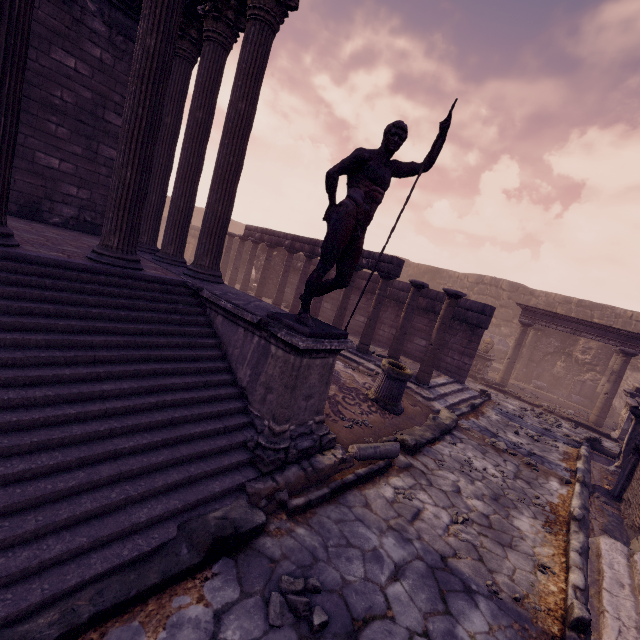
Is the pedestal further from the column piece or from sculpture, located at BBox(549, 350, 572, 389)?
the column piece

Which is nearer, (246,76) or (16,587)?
(16,587)

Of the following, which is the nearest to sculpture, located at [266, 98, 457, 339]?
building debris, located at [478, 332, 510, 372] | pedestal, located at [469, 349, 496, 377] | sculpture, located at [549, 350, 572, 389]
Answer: pedestal, located at [469, 349, 496, 377]

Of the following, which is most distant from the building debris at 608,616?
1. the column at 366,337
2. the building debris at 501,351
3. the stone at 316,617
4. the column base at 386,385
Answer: the building debris at 501,351

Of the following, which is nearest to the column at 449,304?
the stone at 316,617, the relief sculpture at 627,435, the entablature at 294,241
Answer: the relief sculpture at 627,435

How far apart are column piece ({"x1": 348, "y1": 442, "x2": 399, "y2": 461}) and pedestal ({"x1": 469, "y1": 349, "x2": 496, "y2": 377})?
10.7 meters

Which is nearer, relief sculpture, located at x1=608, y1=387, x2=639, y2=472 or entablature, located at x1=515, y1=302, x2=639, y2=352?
relief sculpture, located at x1=608, y1=387, x2=639, y2=472

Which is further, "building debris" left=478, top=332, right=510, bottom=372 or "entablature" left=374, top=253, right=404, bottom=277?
"building debris" left=478, top=332, right=510, bottom=372
